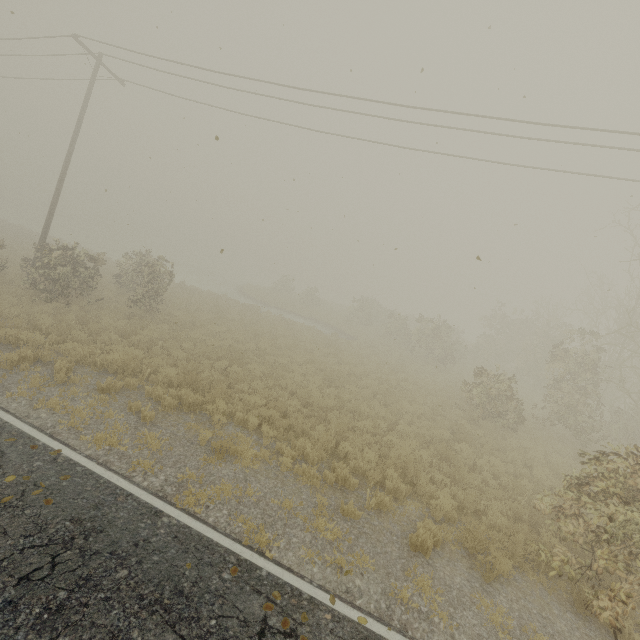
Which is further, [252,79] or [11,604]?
[252,79]
